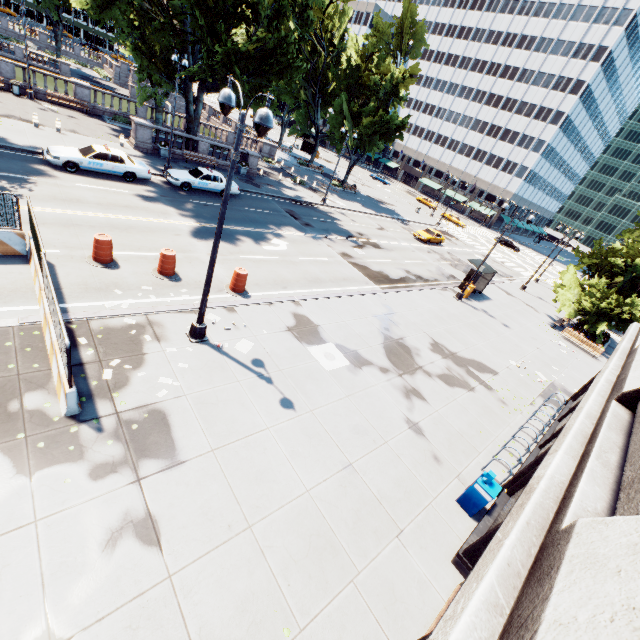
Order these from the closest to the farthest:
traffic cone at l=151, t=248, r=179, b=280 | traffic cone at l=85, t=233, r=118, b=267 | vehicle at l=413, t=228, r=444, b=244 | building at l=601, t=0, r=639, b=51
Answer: traffic cone at l=85, t=233, r=118, b=267 < traffic cone at l=151, t=248, r=179, b=280 < vehicle at l=413, t=228, r=444, b=244 < building at l=601, t=0, r=639, b=51

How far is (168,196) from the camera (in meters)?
20.86

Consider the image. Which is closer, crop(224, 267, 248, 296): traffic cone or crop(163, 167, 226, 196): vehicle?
crop(224, 267, 248, 296): traffic cone

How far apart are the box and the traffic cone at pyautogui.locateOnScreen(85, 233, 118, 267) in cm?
1466

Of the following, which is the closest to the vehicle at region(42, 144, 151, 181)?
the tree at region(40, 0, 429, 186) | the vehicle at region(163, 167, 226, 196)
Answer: the vehicle at region(163, 167, 226, 196)

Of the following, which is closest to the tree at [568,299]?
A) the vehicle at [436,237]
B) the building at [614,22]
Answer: the building at [614,22]

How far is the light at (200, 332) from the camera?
6.89m

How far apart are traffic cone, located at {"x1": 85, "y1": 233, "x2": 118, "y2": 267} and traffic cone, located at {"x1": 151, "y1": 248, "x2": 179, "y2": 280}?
1.2m
